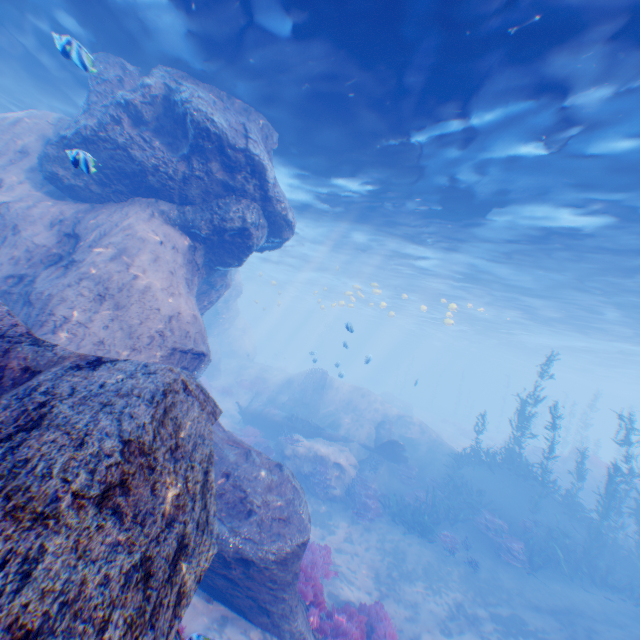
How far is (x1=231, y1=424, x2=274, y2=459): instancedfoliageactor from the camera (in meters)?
16.75

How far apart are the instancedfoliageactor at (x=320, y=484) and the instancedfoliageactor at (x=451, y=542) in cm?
476

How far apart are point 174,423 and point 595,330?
31.9 meters

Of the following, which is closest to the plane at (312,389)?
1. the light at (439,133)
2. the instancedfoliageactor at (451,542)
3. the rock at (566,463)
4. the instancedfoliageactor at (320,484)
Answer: the light at (439,133)

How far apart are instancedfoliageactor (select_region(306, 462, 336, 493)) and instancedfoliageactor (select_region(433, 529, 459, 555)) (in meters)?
4.76

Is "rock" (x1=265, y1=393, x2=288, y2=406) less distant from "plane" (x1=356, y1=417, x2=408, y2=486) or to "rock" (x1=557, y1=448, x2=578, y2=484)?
"plane" (x1=356, y1=417, x2=408, y2=486)

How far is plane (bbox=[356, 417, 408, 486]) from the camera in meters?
17.2 m

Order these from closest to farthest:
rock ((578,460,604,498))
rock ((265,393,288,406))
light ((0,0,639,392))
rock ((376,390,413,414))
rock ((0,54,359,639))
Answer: rock ((0,54,359,639)) < light ((0,0,639,392)) < rock ((578,460,604,498)) < rock ((265,393,288,406)) < rock ((376,390,413,414))
